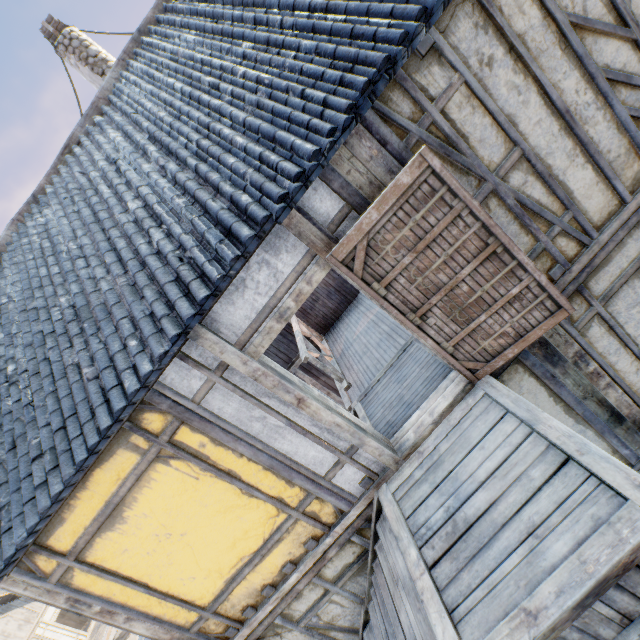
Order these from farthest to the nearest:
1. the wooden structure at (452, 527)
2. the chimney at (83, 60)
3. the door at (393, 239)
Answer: the chimney at (83, 60) → the door at (393, 239) → the wooden structure at (452, 527)

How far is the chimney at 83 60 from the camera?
7.0m

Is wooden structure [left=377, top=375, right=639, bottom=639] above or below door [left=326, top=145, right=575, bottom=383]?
below

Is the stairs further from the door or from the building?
the door

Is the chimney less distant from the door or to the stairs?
the door

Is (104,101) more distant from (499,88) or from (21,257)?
(499,88)

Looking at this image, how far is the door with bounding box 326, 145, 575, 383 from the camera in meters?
2.7

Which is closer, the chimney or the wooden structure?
the wooden structure
